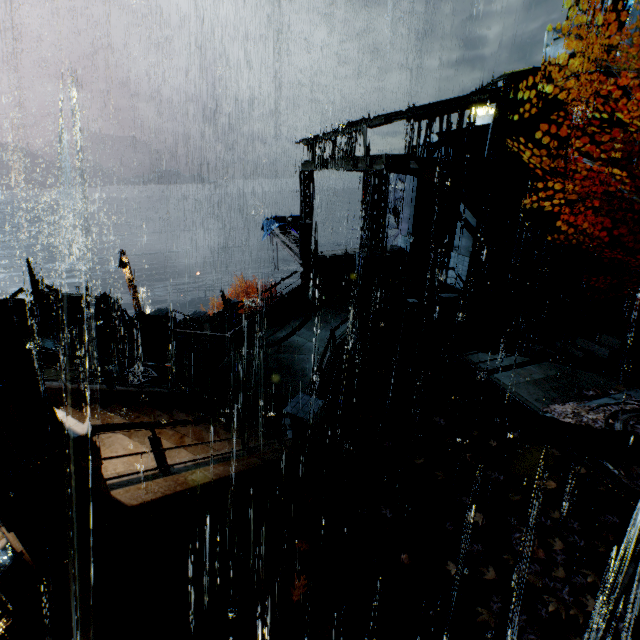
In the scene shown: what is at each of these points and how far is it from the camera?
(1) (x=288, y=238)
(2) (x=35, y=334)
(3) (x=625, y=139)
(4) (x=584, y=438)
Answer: (1) beam, 23.8 meters
(2) building, 16.1 meters
(3) building, 15.1 meters
(4) building vent, 9.4 meters

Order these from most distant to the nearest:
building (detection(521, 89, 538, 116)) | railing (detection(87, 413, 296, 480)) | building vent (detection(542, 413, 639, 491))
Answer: building (detection(521, 89, 538, 116)) → building vent (detection(542, 413, 639, 491)) → railing (detection(87, 413, 296, 480))

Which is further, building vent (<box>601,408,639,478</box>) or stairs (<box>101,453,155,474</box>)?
Result: building vent (<box>601,408,639,478</box>)

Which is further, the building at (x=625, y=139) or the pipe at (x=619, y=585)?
the building at (x=625, y=139)

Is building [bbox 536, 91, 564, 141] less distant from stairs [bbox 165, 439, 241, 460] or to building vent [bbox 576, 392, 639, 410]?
stairs [bbox 165, 439, 241, 460]

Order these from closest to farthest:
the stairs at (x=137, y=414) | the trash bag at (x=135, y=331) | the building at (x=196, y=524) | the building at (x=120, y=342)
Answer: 1. the building at (x=196, y=524)
2. the stairs at (x=137, y=414)
3. the building at (x=120, y=342)
4. the trash bag at (x=135, y=331)

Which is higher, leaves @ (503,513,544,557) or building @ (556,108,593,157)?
building @ (556,108,593,157)

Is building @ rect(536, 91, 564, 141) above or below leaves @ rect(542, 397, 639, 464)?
above
